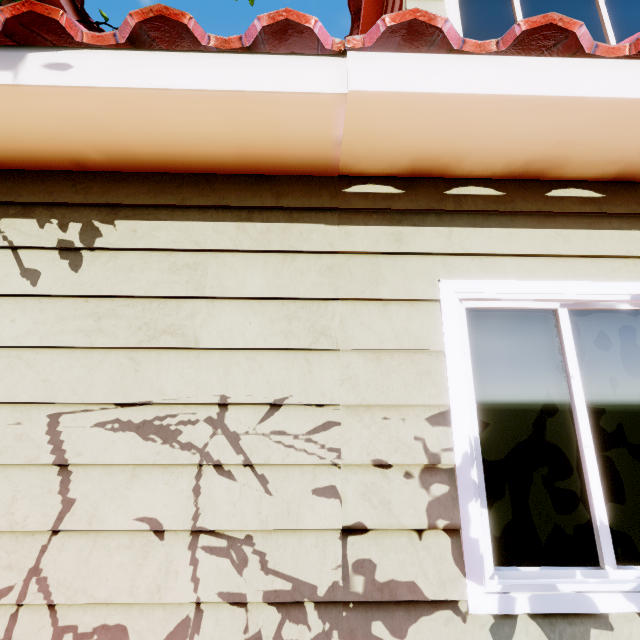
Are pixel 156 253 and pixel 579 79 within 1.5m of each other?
no
